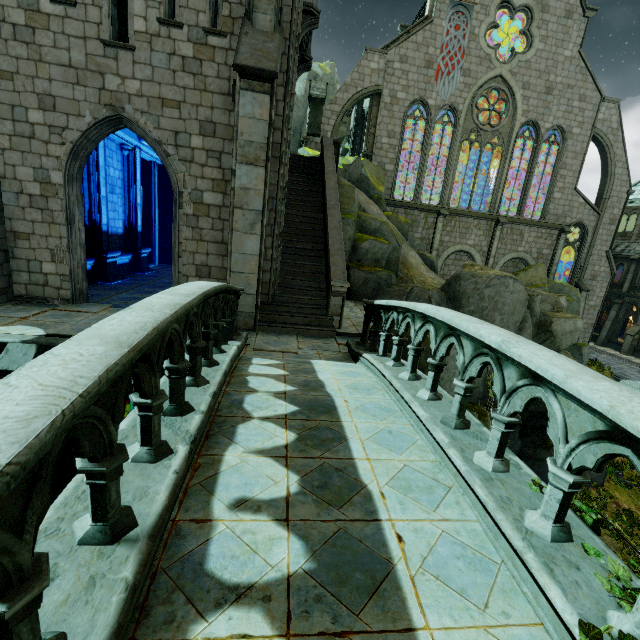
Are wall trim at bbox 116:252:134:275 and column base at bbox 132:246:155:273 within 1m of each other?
yes

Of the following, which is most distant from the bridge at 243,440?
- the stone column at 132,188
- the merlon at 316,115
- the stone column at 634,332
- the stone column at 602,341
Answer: the stone column at 602,341

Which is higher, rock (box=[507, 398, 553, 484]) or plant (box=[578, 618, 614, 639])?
plant (box=[578, 618, 614, 639])

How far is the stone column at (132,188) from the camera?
13.5 meters

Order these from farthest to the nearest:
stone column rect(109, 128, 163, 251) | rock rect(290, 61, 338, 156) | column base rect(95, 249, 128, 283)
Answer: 1. rock rect(290, 61, 338, 156)
2. stone column rect(109, 128, 163, 251)
3. column base rect(95, 249, 128, 283)

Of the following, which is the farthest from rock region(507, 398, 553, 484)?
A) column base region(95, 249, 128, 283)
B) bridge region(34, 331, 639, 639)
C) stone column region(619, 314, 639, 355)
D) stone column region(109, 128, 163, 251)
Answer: stone column region(619, 314, 639, 355)

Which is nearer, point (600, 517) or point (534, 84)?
point (600, 517)

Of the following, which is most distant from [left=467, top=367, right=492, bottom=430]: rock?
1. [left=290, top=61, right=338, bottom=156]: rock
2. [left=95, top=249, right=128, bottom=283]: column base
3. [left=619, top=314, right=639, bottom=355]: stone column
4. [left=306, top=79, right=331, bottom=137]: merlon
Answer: [left=619, top=314, right=639, bottom=355]: stone column
